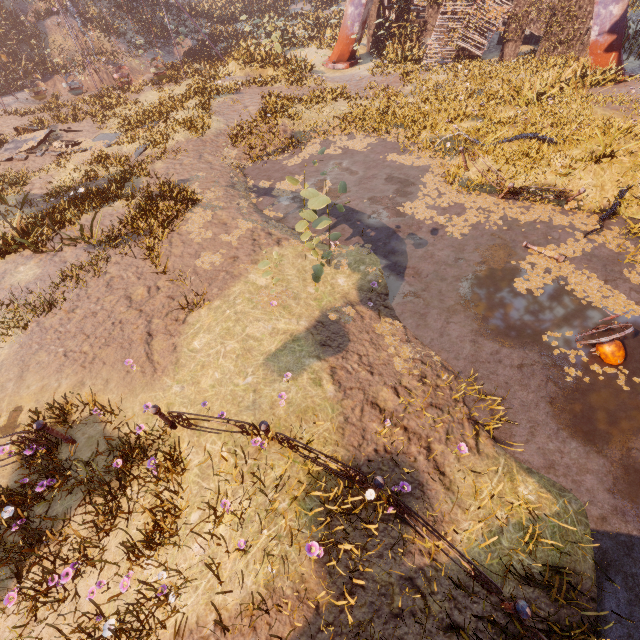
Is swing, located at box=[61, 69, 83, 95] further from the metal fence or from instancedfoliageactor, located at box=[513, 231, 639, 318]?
the metal fence

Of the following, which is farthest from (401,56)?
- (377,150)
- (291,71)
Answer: (377,150)

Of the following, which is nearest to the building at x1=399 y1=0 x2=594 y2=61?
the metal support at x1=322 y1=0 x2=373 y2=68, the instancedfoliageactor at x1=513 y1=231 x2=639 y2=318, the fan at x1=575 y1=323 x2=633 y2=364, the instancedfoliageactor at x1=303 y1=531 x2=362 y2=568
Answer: the metal support at x1=322 y1=0 x2=373 y2=68

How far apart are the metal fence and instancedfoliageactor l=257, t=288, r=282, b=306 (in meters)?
4.95

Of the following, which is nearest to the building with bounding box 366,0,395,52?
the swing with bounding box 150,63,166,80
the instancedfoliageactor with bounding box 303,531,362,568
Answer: the swing with bounding box 150,63,166,80

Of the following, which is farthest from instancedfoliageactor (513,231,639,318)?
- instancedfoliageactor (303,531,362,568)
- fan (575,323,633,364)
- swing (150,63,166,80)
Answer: swing (150,63,166,80)

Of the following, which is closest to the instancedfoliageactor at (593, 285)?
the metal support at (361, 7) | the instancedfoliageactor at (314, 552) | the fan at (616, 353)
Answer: the fan at (616, 353)

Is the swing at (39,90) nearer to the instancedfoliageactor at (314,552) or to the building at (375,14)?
the building at (375,14)
